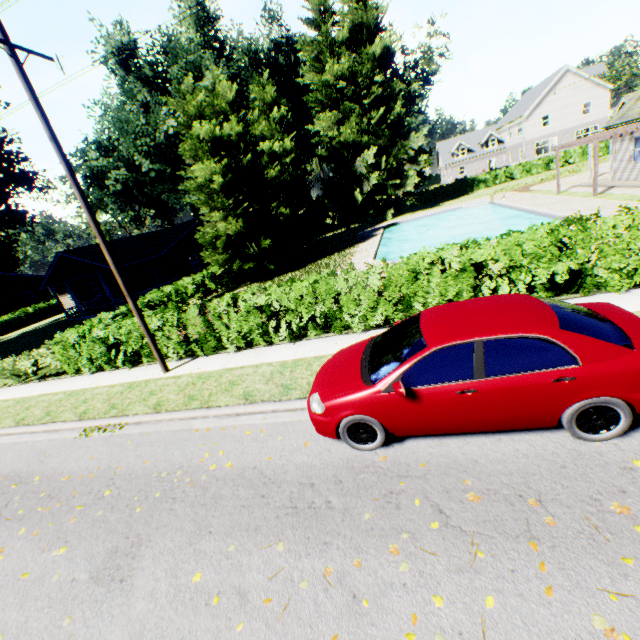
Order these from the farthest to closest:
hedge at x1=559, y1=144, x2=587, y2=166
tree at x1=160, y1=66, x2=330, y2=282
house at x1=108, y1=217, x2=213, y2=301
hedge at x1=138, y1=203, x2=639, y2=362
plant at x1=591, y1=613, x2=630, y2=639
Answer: hedge at x1=559, y1=144, x2=587, y2=166 < house at x1=108, y1=217, x2=213, y2=301 < tree at x1=160, y1=66, x2=330, y2=282 < hedge at x1=138, y1=203, x2=639, y2=362 < plant at x1=591, y1=613, x2=630, y2=639

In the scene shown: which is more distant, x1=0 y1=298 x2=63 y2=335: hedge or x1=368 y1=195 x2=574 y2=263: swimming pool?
x1=0 y1=298 x2=63 y2=335: hedge

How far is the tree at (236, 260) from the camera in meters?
19.2

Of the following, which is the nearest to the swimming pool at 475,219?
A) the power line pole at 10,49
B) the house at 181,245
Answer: the power line pole at 10,49

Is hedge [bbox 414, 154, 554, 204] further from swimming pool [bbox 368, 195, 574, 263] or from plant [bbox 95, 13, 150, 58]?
swimming pool [bbox 368, 195, 574, 263]

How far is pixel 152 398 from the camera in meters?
8.8 m

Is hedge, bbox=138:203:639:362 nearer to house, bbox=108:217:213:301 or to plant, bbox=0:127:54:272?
plant, bbox=0:127:54:272

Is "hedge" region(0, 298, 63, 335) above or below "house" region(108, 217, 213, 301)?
below
